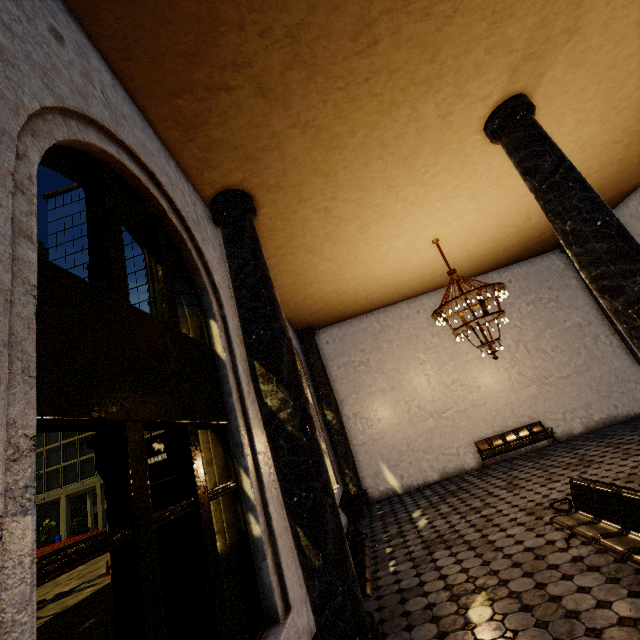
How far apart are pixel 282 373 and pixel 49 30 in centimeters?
385cm

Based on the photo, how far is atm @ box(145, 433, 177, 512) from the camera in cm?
393

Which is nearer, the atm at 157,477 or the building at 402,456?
the building at 402,456

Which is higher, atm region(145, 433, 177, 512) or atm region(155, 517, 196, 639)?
atm region(145, 433, 177, 512)

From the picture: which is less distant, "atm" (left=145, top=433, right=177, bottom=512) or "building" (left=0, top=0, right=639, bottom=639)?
"building" (left=0, top=0, right=639, bottom=639)

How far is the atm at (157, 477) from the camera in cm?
393
